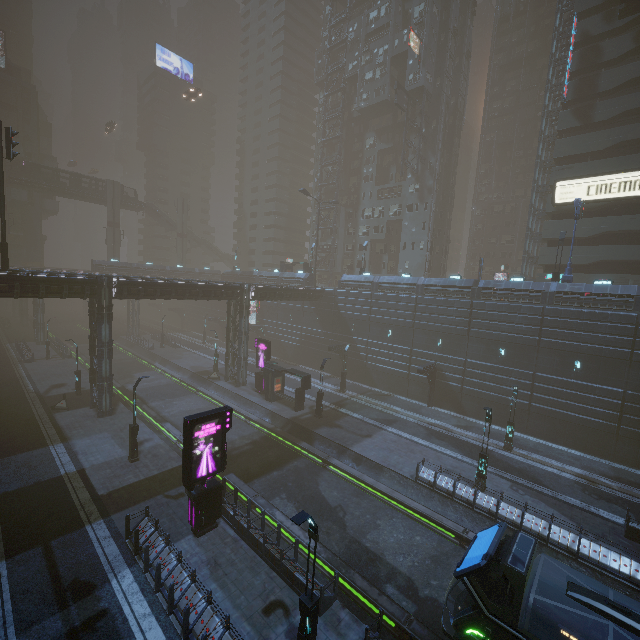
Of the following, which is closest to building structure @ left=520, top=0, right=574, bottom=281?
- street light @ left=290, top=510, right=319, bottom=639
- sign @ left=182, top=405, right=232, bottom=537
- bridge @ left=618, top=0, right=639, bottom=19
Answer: bridge @ left=618, top=0, right=639, bottom=19

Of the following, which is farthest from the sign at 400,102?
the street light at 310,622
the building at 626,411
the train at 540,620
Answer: the street light at 310,622

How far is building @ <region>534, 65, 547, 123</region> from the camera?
59.12m

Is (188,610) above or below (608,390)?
below

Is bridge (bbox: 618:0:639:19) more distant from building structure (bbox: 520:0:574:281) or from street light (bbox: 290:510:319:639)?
street light (bbox: 290:510:319:639)

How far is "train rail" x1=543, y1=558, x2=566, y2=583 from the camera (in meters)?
15.09

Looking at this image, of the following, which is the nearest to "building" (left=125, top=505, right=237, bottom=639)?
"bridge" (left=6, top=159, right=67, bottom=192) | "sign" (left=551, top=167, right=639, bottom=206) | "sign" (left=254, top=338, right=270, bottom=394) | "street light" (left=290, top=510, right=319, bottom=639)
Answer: "sign" (left=551, top=167, right=639, bottom=206)

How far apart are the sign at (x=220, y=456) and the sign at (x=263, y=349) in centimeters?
1808cm
